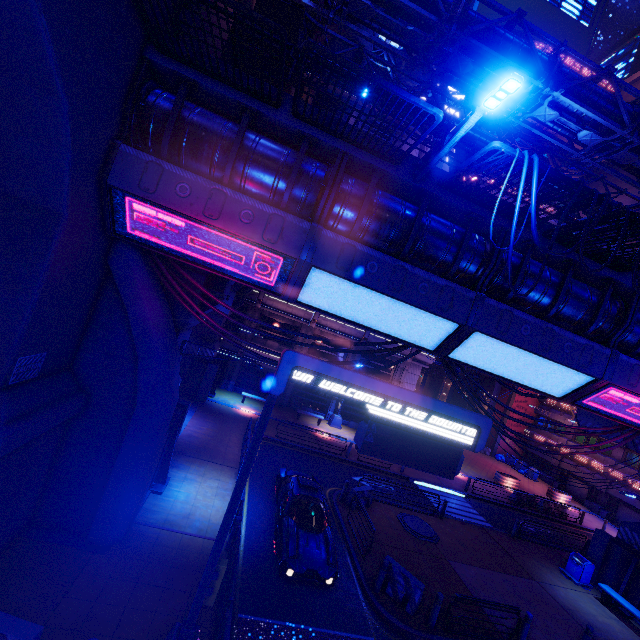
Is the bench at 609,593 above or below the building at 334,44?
below

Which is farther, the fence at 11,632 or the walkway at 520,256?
the walkway at 520,256

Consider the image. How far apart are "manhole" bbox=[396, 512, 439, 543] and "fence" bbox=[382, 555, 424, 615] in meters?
4.2

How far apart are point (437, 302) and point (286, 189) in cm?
500

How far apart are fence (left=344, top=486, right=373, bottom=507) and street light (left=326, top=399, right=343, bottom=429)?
11.1 meters

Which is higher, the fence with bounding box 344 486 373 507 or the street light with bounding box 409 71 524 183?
the street light with bounding box 409 71 524 183

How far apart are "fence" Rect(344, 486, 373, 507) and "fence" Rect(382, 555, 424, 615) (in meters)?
3.85

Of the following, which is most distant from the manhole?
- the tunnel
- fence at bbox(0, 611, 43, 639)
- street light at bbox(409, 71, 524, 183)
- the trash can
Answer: the tunnel
